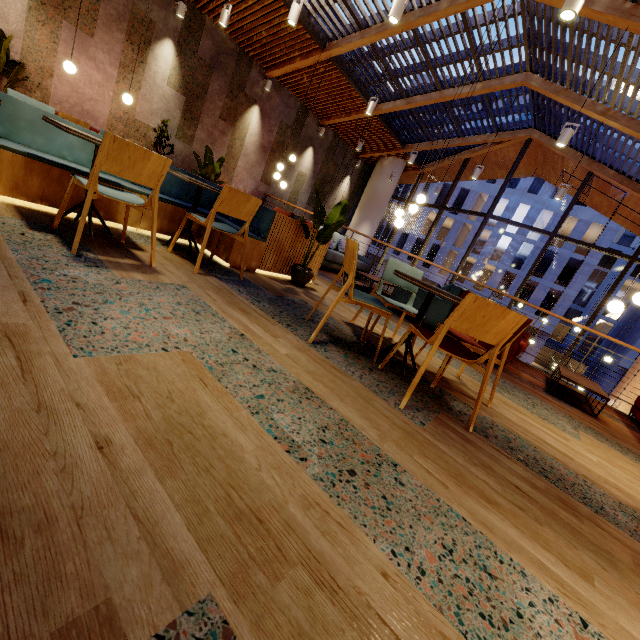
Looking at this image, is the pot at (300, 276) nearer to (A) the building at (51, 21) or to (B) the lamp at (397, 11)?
(A) the building at (51, 21)

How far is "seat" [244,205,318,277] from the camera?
4.0 meters

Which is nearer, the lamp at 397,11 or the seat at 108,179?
the seat at 108,179

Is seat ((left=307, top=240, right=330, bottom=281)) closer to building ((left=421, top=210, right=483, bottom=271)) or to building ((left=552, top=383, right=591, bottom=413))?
building ((left=552, top=383, right=591, bottom=413))

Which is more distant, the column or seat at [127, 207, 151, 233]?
the column

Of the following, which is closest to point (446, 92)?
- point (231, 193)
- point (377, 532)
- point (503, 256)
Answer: point (231, 193)

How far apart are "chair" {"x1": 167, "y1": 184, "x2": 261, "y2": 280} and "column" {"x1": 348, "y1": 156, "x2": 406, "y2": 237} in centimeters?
1122cm

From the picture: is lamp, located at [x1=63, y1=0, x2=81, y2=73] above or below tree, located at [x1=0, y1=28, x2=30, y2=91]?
above
